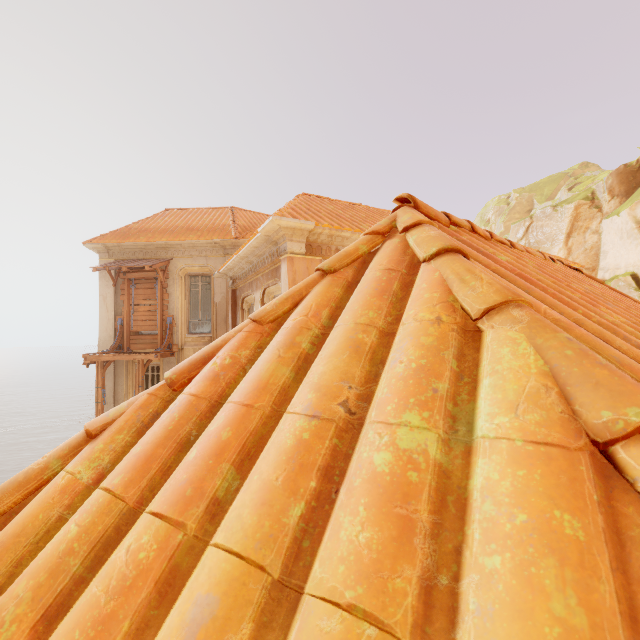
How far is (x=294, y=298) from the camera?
1.49m

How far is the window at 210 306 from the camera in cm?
1351

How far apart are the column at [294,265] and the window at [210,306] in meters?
7.2

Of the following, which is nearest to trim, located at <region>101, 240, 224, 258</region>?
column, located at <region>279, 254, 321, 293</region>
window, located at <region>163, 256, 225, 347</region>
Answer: window, located at <region>163, 256, 225, 347</region>

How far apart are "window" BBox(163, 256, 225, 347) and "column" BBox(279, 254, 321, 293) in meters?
7.2 m

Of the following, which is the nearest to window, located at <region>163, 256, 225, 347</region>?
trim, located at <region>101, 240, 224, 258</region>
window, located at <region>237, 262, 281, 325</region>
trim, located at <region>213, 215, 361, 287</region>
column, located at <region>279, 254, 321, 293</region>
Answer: trim, located at <region>101, 240, 224, 258</region>

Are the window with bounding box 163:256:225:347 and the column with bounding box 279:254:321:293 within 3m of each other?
no

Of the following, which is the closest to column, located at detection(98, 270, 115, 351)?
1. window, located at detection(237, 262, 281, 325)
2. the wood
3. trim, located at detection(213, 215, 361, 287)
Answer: the wood
